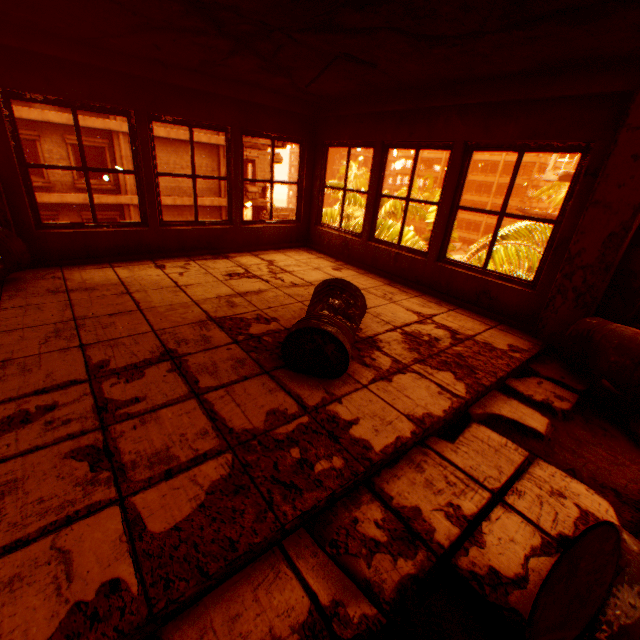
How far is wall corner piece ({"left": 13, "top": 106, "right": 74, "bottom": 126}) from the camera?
12.34m

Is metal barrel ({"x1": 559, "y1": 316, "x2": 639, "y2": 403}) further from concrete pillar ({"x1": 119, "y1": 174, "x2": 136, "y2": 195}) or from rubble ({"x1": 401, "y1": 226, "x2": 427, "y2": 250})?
concrete pillar ({"x1": 119, "y1": 174, "x2": 136, "y2": 195})

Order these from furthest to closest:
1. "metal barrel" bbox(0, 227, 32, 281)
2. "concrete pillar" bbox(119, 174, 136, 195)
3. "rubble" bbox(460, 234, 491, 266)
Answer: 1. "concrete pillar" bbox(119, 174, 136, 195)
2. "rubble" bbox(460, 234, 491, 266)
3. "metal barrel" bbox(0, 227, 32, 281)

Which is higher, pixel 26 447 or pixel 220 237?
pixel 220 237

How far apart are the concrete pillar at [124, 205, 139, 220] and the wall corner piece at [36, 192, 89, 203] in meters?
0.0 m

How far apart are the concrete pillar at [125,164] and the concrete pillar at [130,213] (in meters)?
0.36

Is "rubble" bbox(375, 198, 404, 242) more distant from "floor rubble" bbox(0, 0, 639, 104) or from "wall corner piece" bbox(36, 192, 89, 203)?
"wall corner piece" bbox(36, 192, 89, 203)

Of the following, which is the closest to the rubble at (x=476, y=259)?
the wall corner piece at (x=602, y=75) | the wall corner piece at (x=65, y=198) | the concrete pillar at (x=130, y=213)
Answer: the wall corner piece at (x=602, y=75)
